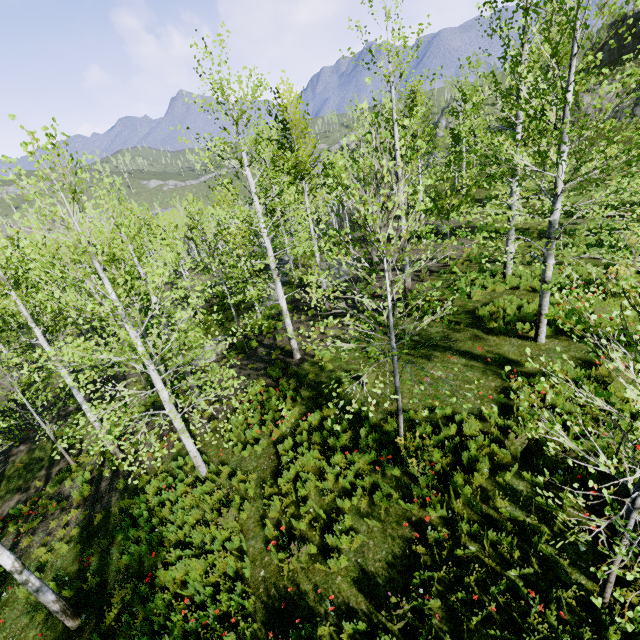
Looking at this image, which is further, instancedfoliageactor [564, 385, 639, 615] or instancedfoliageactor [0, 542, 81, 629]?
instancedfoliageactor [0, 542, 81, 629]

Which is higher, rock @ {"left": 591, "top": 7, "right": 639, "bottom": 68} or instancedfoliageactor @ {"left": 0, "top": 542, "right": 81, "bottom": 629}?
rock @ {"left": 591, "top": 7, "right": 639, "bottom": 68}

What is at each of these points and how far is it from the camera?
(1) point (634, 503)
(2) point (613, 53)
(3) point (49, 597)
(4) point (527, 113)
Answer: (1) instancedfoliageactor, 3.4m
(2) rock, 34.3m
(3) instancedfoliageactor, 6.3m
(4) instancedfoliageactor, 6.8m

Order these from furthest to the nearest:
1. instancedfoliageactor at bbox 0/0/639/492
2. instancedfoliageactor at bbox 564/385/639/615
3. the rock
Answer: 1. the rock
2. instancedfoliageactor at bbox 0/0/639/492
3. instancedfoliageactor at bbox 564/385/639/615

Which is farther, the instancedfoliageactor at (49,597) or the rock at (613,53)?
the rock at (613,53)

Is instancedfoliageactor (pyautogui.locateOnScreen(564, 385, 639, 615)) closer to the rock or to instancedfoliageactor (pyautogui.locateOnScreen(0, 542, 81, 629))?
the rock

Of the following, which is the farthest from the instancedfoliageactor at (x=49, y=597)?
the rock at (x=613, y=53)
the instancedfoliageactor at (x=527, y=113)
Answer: the instancedfoliageactor at (x=527, y=113)
